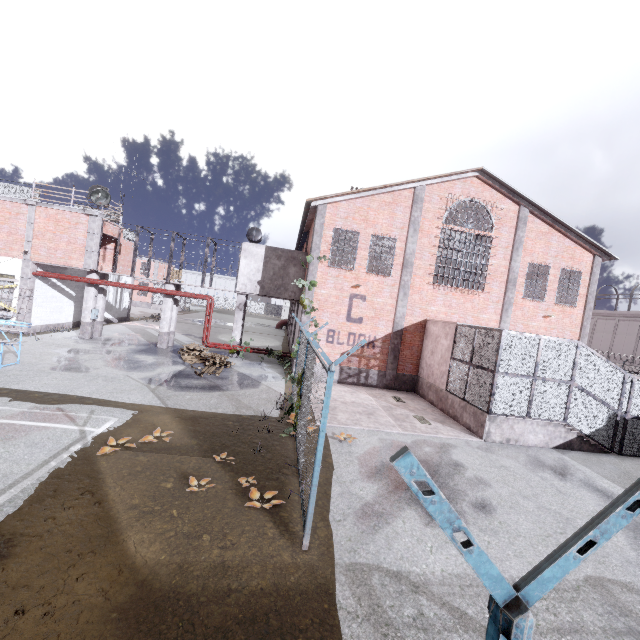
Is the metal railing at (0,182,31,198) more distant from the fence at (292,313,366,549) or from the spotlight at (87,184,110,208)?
the fence at (292,313,366,549)

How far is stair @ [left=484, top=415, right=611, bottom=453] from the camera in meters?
11.4

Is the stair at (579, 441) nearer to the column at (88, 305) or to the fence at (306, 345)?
the fence at (306, 345)

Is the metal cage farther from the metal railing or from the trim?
the metal railing

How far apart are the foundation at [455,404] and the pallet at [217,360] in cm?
1079

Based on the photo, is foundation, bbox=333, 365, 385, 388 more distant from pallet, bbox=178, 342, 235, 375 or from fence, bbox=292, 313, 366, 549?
pallet, bbox=178, 342, 235, 375

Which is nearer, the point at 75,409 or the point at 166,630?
the point at 166,630

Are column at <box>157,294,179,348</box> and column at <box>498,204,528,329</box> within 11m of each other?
no
